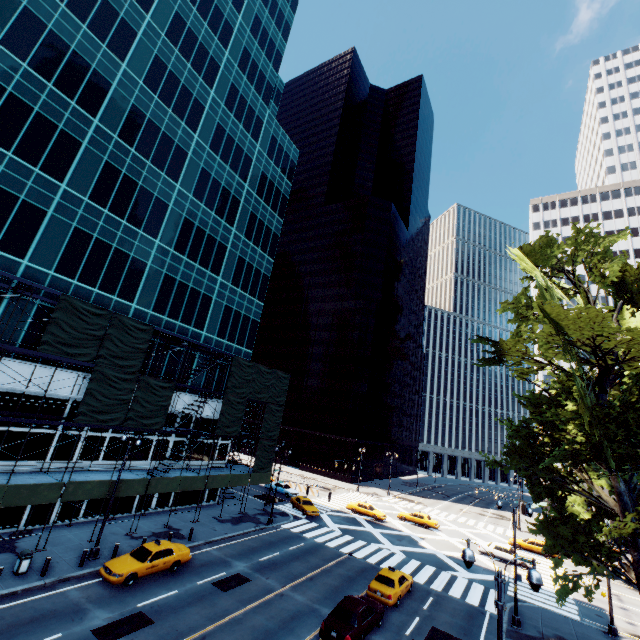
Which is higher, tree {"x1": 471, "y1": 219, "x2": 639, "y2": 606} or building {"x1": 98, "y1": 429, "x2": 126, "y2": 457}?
tree {"x1": 471, "y1": 219, "x2": 639, "y2": 606}

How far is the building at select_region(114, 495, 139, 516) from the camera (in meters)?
27.60

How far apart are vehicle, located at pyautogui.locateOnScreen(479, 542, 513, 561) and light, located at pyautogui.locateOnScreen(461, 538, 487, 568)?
30.5 meters

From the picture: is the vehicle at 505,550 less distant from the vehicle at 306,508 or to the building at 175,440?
the vehicle at 306,508

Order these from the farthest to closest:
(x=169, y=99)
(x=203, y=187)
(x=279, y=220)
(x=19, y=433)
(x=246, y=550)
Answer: (x=279, y=220) < (x=203, y=187) < (x=169, y=99) < (x=246, y=550) < (x=19, y=433)

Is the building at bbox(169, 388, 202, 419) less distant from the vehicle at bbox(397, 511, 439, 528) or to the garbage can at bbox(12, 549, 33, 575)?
the garbage can at bbox(12, 549, 33, 575)

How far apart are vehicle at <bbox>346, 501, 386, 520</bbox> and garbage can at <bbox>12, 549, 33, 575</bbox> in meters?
34.3

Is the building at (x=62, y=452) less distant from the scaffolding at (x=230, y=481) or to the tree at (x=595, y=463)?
the scaffolding at (x=230, y=481)
